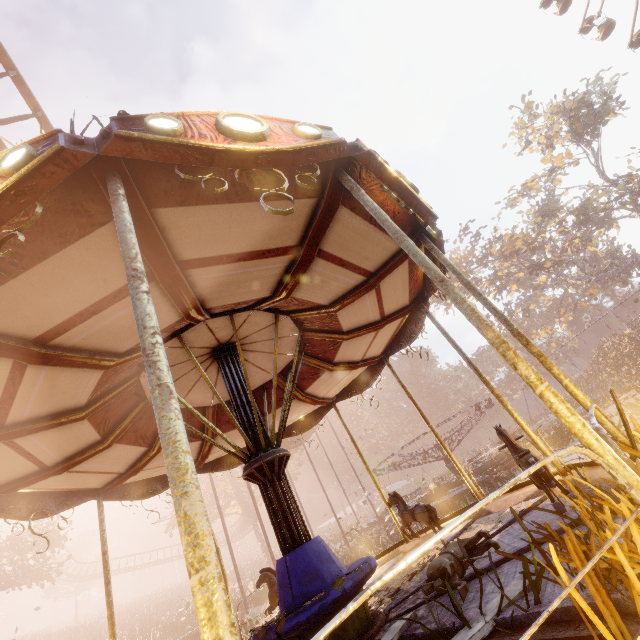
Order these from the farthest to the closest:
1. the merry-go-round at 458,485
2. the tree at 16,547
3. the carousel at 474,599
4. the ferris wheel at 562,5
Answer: the ferris wheel at 562,5, the tree at 16,547, the merry-go-round at 458,485, the carousel at 474,599

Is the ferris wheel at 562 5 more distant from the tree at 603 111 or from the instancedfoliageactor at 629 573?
the instancedfoliageactor at 629 573

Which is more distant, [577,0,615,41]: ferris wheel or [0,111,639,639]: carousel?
[577,0,615,41]: ferris wheel

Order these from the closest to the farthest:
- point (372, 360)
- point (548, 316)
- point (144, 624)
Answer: point (372, 360) → point (144, 624) → point (548, 316)

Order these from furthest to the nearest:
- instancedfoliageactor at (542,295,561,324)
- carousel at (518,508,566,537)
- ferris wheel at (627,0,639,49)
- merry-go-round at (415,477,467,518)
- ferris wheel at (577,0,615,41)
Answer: instancedfoliageactor at (542,295,561,324) → ferris wheel at (577,0,615,41) → ferris wheel at (627,0,639,49) → merry-go-round at (415,477,467,518) → carousel at (518,508,566,537)

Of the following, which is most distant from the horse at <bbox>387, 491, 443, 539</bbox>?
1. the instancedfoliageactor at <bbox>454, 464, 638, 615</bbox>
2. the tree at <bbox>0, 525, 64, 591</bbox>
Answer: the tree at <bbox>0, 525, 64, 591</bbox>

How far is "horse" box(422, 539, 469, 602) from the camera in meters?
2.7

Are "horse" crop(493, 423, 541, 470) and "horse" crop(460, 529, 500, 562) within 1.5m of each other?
yes
